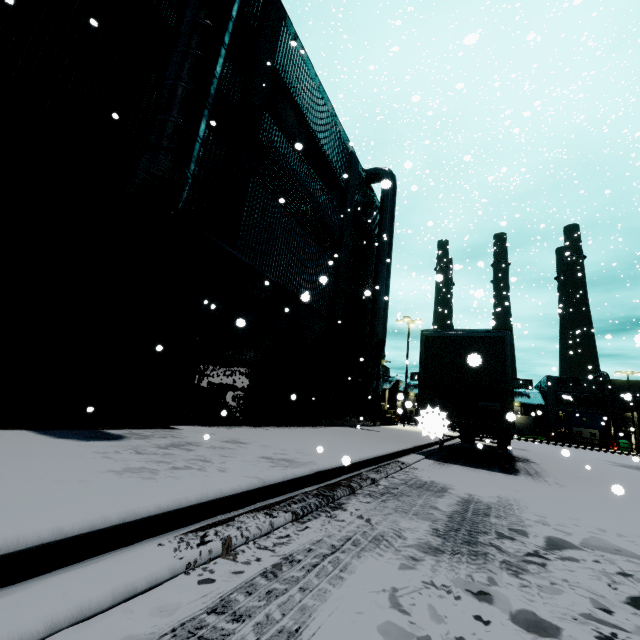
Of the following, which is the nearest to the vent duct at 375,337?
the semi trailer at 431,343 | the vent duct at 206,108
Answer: the semi trailer at 431,343

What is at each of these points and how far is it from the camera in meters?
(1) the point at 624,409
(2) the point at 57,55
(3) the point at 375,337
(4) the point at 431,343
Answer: (1) building, 46.3 m
(2) building, 5.8 m
(3) vent duct, 17.2 m
(4) semi trailer, 10.5 m

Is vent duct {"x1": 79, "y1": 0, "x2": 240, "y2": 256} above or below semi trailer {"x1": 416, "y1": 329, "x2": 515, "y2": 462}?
above

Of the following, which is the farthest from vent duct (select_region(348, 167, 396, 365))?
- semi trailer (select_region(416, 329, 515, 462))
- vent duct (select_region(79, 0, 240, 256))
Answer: vent duct (select_region(79, 0, 240, 256))

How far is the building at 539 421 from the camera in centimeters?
4747cm

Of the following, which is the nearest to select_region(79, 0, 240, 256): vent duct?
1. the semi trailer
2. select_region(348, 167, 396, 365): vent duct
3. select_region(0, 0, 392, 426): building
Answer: select_region(0, 0, 392, 426): building

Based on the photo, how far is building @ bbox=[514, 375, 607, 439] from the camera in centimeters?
4747cm

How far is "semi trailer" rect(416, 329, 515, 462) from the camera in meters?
9.1
